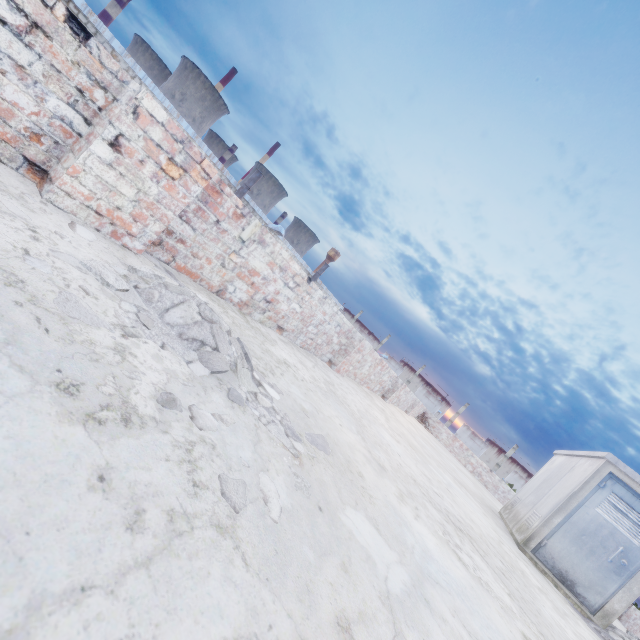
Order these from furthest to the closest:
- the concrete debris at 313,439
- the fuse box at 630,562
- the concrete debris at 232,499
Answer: the fuse box at 630,562
the concrete debris at 313,439
the concrete debris at 232,499

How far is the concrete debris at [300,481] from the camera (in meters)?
1.34

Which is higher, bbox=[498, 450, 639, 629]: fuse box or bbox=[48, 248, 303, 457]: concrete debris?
bbox=[498, 450, 639, 629]: fuse box

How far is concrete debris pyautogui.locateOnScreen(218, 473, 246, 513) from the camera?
1.0m

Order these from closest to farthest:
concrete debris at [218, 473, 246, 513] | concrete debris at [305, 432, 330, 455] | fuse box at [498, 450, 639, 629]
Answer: concrete debris at [218, 473, 246, 513], concrete debris at [305, 432, 330, 455], fuse box at [498, 450, 639, 629]

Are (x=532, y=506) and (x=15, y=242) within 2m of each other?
no
